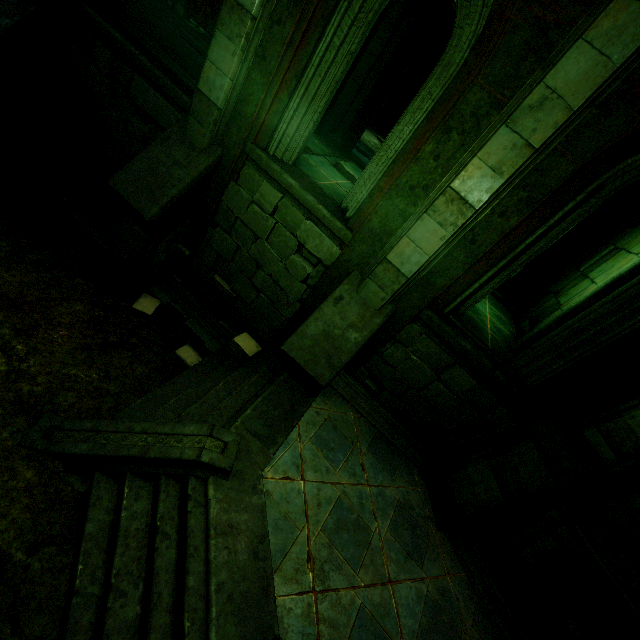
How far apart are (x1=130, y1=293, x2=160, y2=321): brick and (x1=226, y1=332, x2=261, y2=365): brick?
1.74m

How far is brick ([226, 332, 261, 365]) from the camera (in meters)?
5.93

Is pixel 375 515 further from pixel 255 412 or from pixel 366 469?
pixel 255 412

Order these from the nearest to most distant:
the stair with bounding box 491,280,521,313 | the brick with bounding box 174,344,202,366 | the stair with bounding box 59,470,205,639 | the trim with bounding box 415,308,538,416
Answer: the stair with bounding box 59,470,205,639 < the trim with bounding box 415,308,538,416 < the brick with bounding box 174,344,202,366 < the stair with bounding box 491,280,521,313

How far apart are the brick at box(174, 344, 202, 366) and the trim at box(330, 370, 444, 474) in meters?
2.5 m

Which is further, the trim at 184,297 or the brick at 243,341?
the trim at 184,297

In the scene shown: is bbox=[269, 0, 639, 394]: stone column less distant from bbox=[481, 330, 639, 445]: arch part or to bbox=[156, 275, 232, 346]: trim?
bbox=[481, 330, 639, 445]: arch part

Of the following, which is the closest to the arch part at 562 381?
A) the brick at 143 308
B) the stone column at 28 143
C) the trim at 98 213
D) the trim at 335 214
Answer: the trim at 335 214
